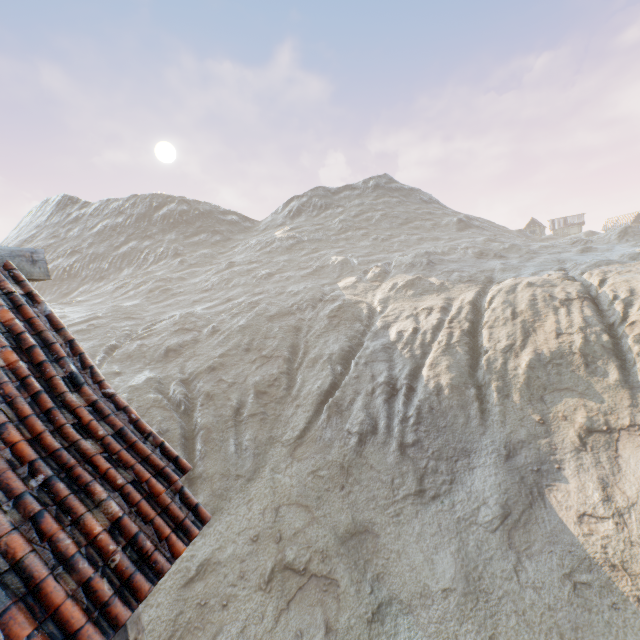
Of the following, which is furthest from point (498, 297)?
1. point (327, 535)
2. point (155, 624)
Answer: point (155, 624)
